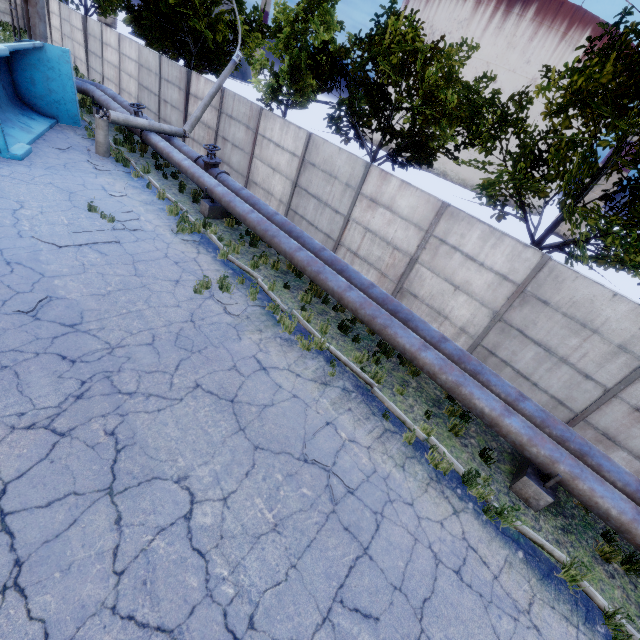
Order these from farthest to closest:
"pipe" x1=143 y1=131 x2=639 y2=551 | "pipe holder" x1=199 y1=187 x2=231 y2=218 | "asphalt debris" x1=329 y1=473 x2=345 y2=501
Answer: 1. "pipe holder" x1=199 y1=187 x2=231 y2=218
2. "pipe" x1=143 y1=131 x2=639 y2=551
3. "asphalt debris" x1=329 y1=473 x2=345 y2=501

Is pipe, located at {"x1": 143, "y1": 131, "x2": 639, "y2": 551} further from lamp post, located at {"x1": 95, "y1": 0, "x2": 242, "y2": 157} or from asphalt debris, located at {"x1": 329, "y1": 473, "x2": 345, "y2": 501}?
asphalt debris, located at {"x1": 329, "y1": 473, "x2": 345, "y2": 501}

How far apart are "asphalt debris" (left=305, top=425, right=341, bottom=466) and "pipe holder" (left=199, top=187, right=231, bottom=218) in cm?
850

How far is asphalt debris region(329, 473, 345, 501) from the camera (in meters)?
5.08

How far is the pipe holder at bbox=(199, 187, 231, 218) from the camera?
11.46m

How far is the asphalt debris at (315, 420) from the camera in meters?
5.9

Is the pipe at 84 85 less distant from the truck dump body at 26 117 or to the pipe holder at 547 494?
the truck dump body at 26 117

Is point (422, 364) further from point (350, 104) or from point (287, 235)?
point (350, 104)
